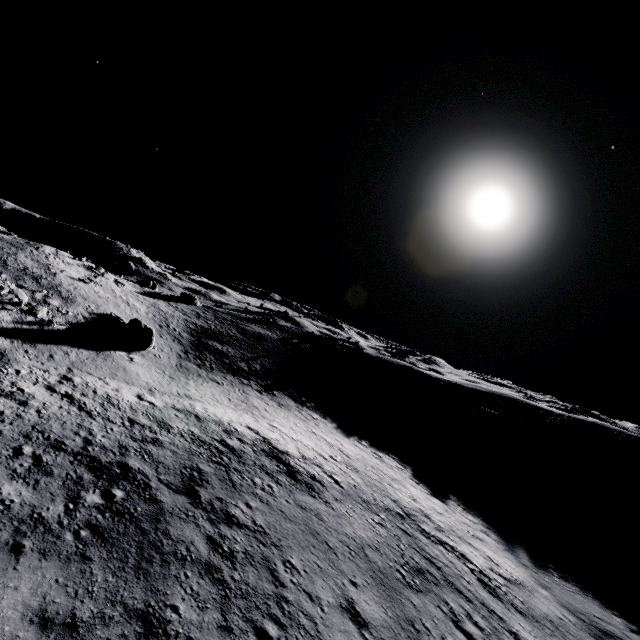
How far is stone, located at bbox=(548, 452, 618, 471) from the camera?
34.1m

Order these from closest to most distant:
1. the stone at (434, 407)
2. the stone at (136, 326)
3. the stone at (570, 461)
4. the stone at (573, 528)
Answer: the stone at (573, 528), the stone at (136, 326), the stone at (570, 461), the stone at (434, 407)

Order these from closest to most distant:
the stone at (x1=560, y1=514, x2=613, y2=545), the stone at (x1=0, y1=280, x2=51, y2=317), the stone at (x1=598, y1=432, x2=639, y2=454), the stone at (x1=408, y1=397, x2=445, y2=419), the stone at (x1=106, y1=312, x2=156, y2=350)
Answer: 1. the stone at (x1=560, y1=514, x2=613, y2=545)
2. the stone at (x1=0, y1=280, x2=51, y2=317)
3. the stone at (x1=106, y1=312, x2=156, y2=350)
4. the stone at (x1=598, y1=432, x2=639, y2=454)
5. the stone at (x1=408, y1=397, x2=445, y2=419)

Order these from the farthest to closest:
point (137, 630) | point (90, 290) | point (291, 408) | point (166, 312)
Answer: point (166, 312) < point (90, 290) < point (291, 408) < point (137, 630)

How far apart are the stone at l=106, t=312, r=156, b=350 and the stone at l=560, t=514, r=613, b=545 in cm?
3865

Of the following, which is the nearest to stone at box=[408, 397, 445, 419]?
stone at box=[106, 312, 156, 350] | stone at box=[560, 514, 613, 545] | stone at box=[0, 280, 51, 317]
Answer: stone at box=[560, 514, 613, 545]

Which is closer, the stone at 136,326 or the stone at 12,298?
the stone at 12,298

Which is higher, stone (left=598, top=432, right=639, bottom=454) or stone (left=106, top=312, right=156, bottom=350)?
stone (left=598, top=432, right=639, bottom=454)
